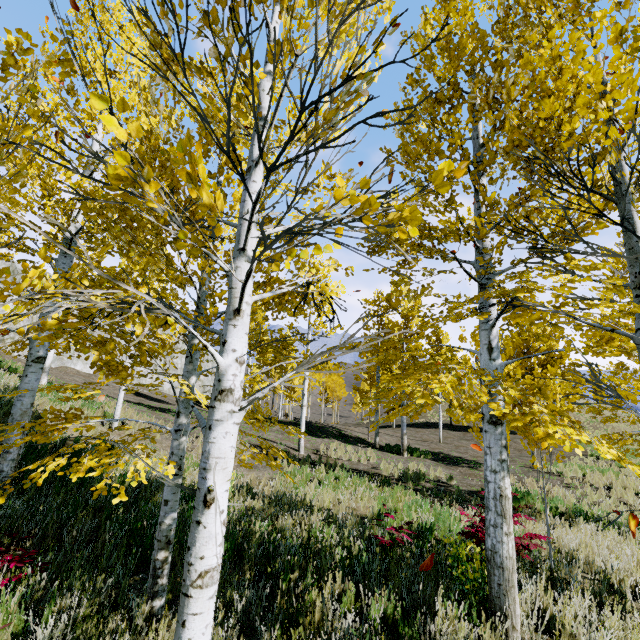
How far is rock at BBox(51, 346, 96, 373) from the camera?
23.06m

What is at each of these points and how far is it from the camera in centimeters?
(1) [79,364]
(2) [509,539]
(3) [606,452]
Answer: (1) rock, 2470cm
(2) instancedfoliageactor, 342cm
(3) instancedfoliageactor, 236cm

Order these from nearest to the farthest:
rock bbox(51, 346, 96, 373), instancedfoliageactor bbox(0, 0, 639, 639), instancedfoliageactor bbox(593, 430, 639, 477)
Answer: instancedfoliageactor bbox(0, 0, 639, 639) → instancedfoliageactor bbox(593, 430, 639, 477) → rock bbox(51, 346, 96, 373)

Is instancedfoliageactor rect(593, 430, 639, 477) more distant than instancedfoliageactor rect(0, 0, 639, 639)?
Yes

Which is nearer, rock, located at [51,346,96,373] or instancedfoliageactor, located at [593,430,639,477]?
instancedfoliageactor, located at [593,430,639,477]

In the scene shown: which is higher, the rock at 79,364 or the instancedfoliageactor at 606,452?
the rock at 79,364

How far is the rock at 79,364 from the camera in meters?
23.1 m
